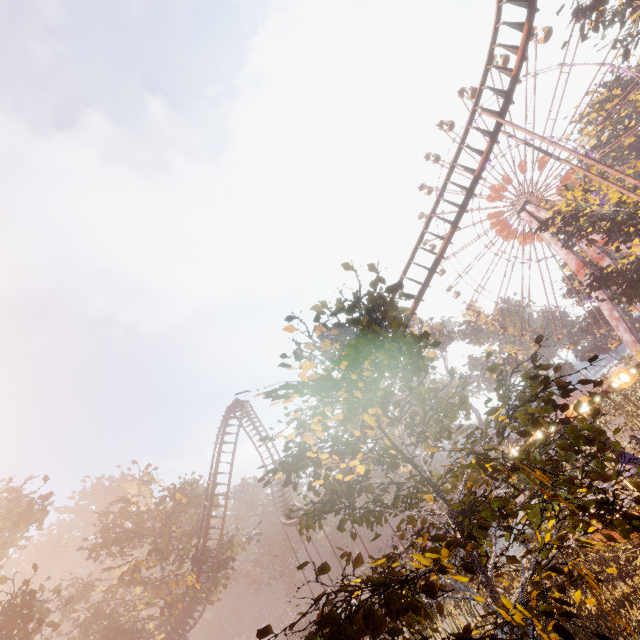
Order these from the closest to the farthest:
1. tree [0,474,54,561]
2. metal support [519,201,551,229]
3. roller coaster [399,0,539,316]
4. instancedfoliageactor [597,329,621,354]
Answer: roller coaster [399,0,539,316] → tree [0,474,54,561] → metal support [519,201,551,229] → instancedfoliageactor [597,329,621,354]

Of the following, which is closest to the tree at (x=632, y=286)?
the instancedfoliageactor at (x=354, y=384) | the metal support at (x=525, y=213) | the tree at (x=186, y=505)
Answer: the metal support at (x=525, y=213)

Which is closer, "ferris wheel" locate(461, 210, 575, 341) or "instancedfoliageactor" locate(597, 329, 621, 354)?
"ferris wheel" locate(461, 210, 575, 341)

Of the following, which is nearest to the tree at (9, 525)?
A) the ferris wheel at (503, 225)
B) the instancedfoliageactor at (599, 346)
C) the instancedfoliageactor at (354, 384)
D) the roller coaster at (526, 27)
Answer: the roller coaster at (526, 27)

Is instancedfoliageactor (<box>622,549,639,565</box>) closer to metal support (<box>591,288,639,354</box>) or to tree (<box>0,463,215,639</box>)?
tree (<box>0,463,215,639</box>)

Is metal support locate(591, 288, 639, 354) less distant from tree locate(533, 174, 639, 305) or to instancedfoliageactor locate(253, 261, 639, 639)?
tree locate(533, 174, 639, 305)

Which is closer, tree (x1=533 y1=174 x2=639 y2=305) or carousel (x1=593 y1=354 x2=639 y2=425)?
carousel (x1=593 y1=354 x2=639 y2=425)

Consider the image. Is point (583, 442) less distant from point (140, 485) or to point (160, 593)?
point (160, 593)
